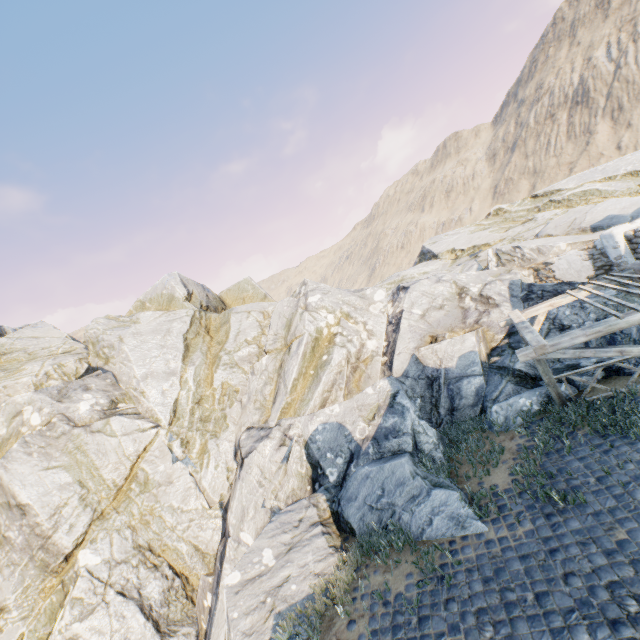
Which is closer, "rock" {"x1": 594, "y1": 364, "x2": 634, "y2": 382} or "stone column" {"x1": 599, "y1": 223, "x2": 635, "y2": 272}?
"rock" {"x1": 594, "y1": 364, "x2": 634, "y2": 382}

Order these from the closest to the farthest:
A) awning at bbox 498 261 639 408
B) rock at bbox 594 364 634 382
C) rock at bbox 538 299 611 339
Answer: awning at bbox 498 261 639 408 < rock at bbox 594 364 634 382 < rock at bbox 538 299 611 339

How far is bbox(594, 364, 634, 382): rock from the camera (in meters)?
8.99

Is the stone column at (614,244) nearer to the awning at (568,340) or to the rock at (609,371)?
the rock at (609,371)

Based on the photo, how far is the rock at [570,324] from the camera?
10.4m

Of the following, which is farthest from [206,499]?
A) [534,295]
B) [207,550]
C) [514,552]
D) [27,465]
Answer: [534,295]
